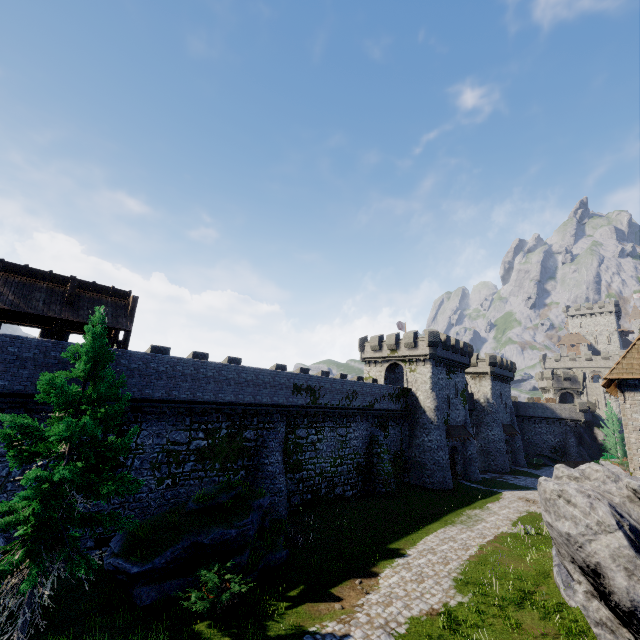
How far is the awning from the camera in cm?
3669

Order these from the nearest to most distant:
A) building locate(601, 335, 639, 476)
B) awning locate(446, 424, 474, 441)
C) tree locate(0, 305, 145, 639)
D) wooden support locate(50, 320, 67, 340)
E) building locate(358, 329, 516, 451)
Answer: tree locate(0, 305, 145, 639) → building locate(601, 335, 639, 476) → wooden support locate(50, 320, 67, 340) → awning locate(446, 424, 474, 441) → building locate(358, 329, 516, 451)

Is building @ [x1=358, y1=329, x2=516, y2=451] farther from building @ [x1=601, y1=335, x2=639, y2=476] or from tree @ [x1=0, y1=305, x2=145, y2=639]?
tree @ [x1=0, y1=305, x2=145, y2=639]

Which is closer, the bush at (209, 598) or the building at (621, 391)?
the bush at (209, 598)

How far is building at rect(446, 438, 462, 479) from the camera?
37.78m

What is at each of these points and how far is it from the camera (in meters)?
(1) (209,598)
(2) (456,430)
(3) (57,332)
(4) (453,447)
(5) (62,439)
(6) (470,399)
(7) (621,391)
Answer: (1) bush, 11.88
(2) awning, 38.22
(3) wooden support, 16.41
(4) building, 39.16
(5) tree, 9.70
(6) building, 50.69
(7) building, 15.28

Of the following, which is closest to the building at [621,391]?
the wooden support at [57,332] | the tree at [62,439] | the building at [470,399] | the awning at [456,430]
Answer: the building at [470,399]
